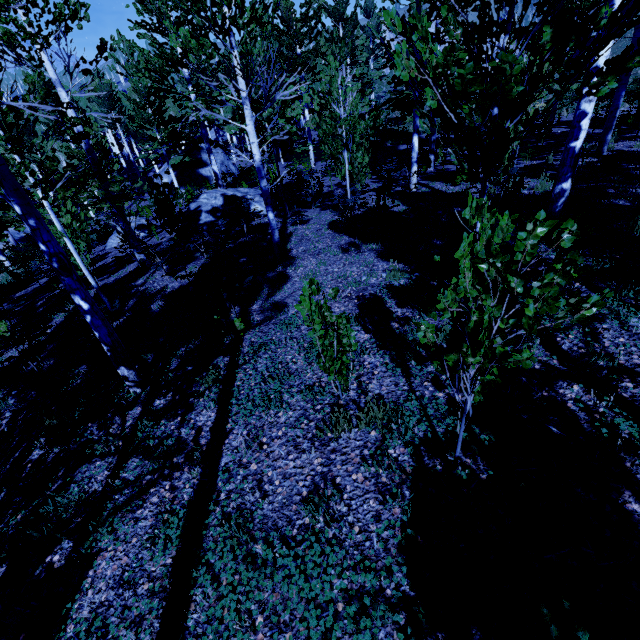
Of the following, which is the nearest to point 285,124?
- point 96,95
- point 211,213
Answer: point 211,213

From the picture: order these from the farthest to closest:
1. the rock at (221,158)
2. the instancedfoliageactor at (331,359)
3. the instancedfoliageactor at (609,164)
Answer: the rock at (221,158)
the instancedfoliageactor at (609,164)
the instancedfoliageactor at (331,359)

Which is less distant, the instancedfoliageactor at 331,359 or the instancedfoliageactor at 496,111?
the instancedfoliageactor at 496,111

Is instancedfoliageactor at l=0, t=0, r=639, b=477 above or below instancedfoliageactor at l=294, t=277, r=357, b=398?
above

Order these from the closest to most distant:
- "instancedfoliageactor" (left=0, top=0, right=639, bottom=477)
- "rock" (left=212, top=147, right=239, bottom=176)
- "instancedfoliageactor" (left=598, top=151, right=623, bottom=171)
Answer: "instancedfoliageactor" (left=0, top=0, right=639, bottom=477)
"instancedfoliageactor" (left=598, top=151, right=623, bottom=171)
"rock" (left=212, top=147, right=239, bottom=176)

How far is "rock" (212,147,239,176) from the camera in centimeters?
2884cm

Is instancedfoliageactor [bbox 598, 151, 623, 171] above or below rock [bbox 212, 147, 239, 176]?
above
